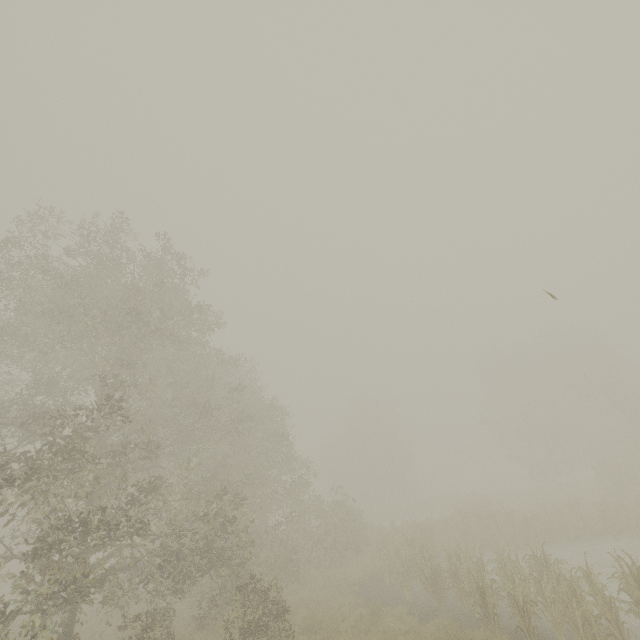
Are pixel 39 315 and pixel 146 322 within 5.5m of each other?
yes
